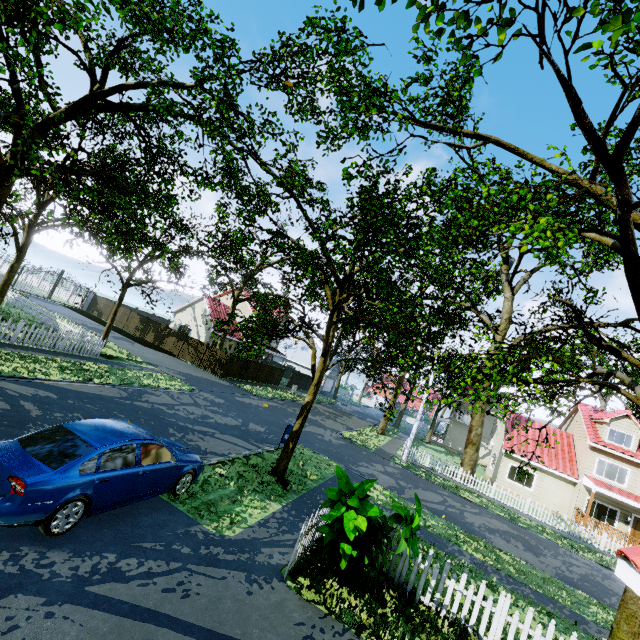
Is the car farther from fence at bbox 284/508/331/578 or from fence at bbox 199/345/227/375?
fence at bbox 199/345/227/375

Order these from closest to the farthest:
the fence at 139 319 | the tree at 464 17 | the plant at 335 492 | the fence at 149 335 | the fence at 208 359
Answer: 1. the tree at 464 17
2. the plant at 335 492
3. the fence at 208 359
4. the fence at 149 335
5. the fence at 139 319

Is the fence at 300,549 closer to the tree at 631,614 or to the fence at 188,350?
the fence at 188,350

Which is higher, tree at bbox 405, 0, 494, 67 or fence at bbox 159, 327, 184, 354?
tree at bbox 405, 0, 494, 67

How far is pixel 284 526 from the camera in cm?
823

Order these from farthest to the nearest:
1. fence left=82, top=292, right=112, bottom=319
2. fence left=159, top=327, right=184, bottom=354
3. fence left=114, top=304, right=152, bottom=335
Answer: fence left=82, top=292, right=112, bottom=319 → fence left=114, top=304, right=152, bottom=335 → fence left=159, top=327, right=184, bottom=354

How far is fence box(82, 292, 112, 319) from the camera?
35.81m

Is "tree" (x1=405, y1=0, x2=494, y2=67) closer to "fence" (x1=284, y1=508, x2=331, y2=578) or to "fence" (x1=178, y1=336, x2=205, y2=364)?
"fence" (x1=178, y1=336, x2=205, y2=364)
